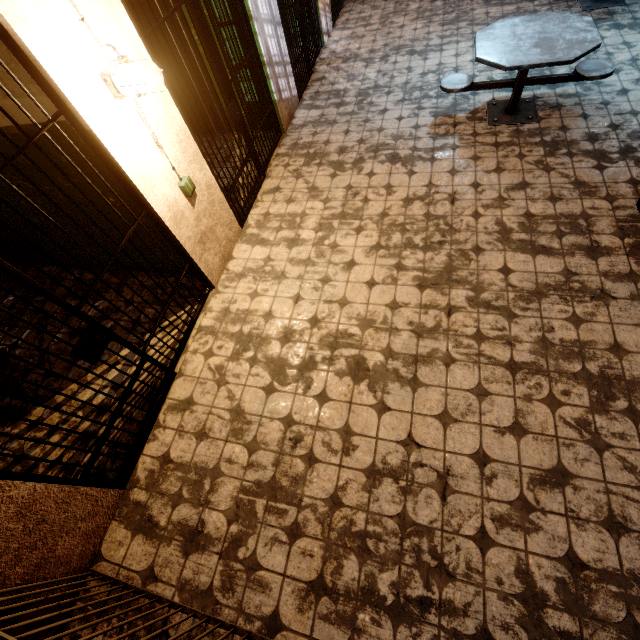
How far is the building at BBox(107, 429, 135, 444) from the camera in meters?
2.9 m

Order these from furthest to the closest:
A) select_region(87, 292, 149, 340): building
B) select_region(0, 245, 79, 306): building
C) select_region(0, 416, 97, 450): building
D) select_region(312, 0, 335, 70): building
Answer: select_region(312, 0, 335, 70): building < select_region(0, 245, 79, 306): building < select_region(87, 292, 149, 340): building < select_region(0, 416, 97, 450): building

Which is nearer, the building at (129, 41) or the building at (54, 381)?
the building at (129, 41)

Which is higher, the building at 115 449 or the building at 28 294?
the building at 28 294

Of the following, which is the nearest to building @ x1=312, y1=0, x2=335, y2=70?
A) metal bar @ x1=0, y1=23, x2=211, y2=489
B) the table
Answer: metal bar @ x1=0, y1=23, x2=211, y2=489

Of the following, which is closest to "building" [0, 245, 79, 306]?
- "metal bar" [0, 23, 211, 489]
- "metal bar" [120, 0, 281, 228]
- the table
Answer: "metal bar" [0, 23, 211, 489]

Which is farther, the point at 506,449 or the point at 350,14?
the point at 350,14

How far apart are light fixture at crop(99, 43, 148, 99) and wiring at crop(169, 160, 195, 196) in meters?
0.6 m
